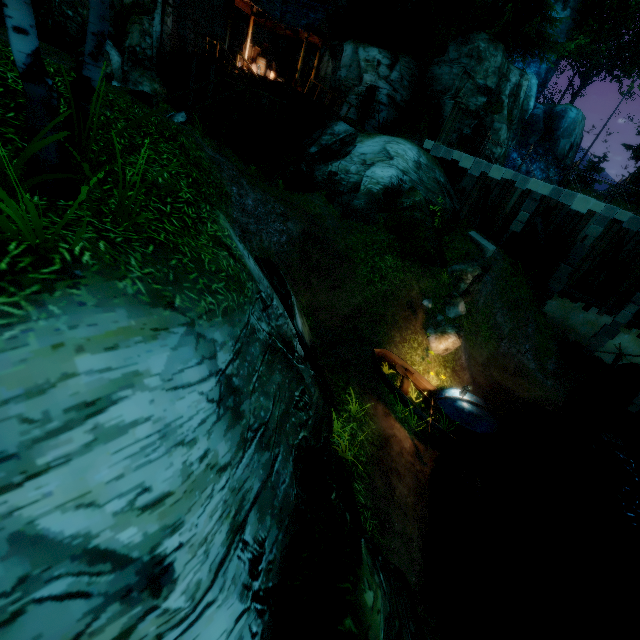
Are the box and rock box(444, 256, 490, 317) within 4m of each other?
no

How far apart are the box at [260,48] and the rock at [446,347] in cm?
1930

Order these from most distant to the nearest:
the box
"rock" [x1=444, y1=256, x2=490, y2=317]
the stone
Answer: the box → the stone → "rock" [x1=444, y1=256, x2=490, y2=317]

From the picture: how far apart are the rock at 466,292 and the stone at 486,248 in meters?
2.1

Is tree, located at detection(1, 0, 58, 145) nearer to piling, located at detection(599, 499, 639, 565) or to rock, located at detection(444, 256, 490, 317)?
rock, located at detection(444, 256, 490, 317)

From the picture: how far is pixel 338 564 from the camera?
4.2 meters

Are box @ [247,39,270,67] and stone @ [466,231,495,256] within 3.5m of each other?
no

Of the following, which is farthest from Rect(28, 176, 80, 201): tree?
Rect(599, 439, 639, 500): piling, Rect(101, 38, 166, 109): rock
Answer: Rect(599, 439, 639, 500): piling
